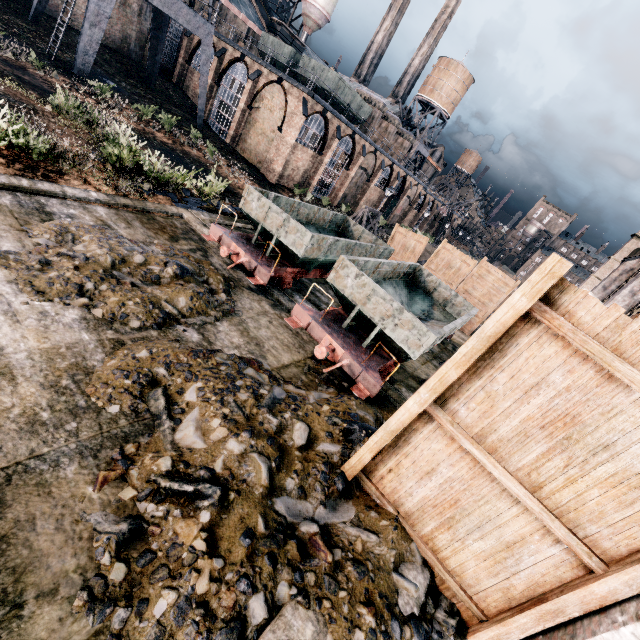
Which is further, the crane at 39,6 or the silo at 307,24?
the silo at 307,24

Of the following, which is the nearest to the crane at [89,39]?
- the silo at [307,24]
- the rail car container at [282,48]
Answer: the rail car container at [282,48]

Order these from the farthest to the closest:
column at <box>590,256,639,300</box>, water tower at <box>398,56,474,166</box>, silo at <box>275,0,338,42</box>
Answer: water tower at <box>398,56,474,166</box> < silo at <box>275,0,338,42</box> < column at <box>590,256,639,300</box>

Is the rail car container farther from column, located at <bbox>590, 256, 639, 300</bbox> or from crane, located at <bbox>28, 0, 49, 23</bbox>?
column, located at <bbox>590, 256, 639, 300</bbox>

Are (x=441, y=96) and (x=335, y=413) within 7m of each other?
no

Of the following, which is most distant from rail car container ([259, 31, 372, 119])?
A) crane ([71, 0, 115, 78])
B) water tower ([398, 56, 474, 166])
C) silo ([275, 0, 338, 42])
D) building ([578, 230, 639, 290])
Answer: building ([578, 230, 639, 290])

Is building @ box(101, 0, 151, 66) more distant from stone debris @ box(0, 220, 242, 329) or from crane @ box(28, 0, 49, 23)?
stone debris @ box(0, 220, 242, 329)

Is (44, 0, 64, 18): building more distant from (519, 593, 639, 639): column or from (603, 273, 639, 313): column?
(603, 273, 639, 313): column
